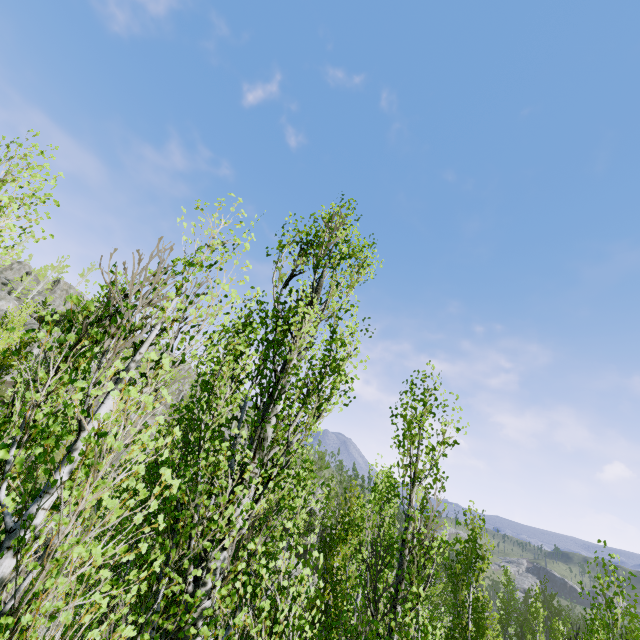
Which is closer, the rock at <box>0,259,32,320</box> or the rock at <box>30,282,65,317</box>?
the rock at <box>0,259,32,320</box>

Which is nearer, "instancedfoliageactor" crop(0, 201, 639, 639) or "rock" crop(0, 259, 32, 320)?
"instancedfoliageactor" crop(0, 201, 639, 639)

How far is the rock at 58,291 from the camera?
53.88m

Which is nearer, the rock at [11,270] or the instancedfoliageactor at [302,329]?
the instancedfoliageactor at [302,329]

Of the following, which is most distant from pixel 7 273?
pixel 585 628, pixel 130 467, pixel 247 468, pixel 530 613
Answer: pixel 530 613

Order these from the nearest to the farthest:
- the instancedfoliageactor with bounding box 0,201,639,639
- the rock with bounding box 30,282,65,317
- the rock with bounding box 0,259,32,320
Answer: the instancedfoliageactor with bounding box 0,201,639,639 < the rock with bounding box 0,259,32,320 < the rock with bounding box 30,282,65,317

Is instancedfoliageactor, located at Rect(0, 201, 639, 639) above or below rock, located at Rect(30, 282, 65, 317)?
below
